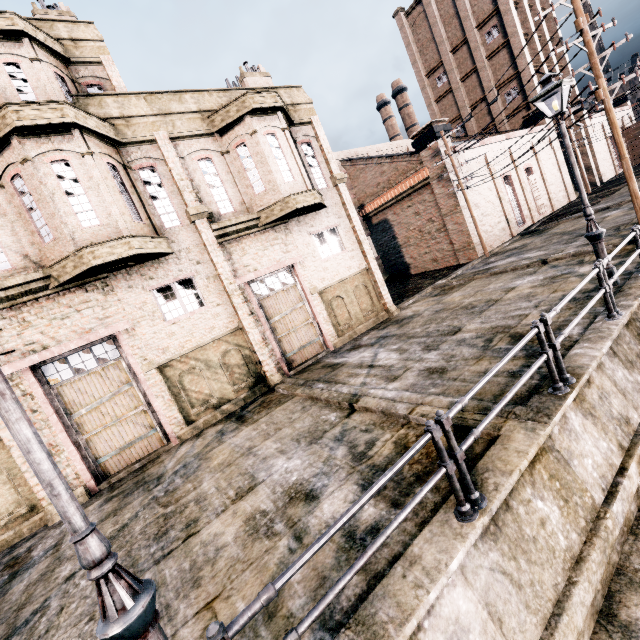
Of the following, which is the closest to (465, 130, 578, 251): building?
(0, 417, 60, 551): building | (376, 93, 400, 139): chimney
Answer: (0, 417, 60, 551): building

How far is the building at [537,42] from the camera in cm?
3266

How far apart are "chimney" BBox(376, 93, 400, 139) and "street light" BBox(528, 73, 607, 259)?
57.4 meters

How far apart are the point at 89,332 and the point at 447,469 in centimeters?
1158cm

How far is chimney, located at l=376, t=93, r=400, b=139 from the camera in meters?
59.1 m

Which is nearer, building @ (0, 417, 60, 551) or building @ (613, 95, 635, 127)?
building @ (0, 417, 60, 551)

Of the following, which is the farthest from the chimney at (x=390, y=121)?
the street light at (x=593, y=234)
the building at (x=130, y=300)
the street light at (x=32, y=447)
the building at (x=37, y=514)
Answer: the street light at (x=32, y=447)

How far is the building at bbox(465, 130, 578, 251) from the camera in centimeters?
2547cm
